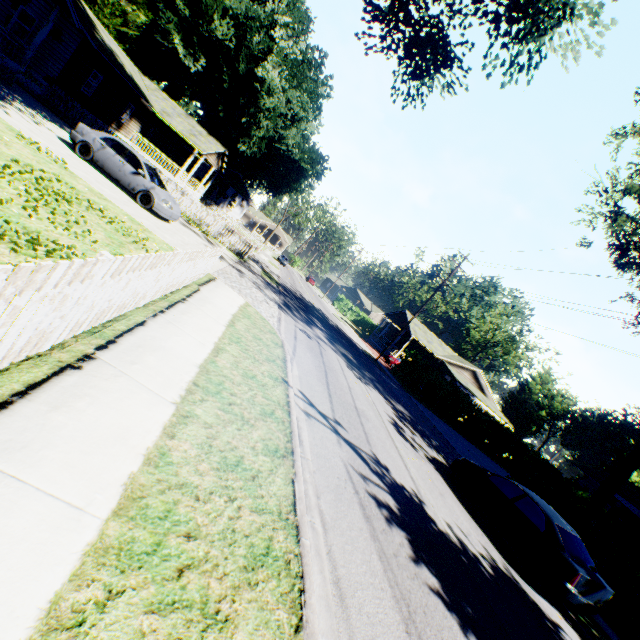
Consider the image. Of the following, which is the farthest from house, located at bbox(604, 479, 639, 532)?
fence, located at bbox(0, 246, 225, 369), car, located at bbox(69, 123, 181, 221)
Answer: car, located at bbox(69, 123, 181, 221)

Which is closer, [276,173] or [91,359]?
[91,359]

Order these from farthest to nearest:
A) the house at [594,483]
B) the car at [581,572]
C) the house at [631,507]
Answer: the house at [594,483] → the house at [631,507] → the car at [581,572]

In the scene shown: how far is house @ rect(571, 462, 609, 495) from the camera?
28.4 meters

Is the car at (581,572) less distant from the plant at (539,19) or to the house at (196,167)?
the plant at (539,19)

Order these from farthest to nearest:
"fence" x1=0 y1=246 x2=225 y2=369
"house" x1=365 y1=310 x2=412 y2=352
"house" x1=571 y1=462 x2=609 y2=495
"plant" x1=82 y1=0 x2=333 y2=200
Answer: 1. "house" x1=365 y1=310 x2=412 y2=352
2. "plant" x1=82 y1=0 x2=333 y2=200
3. "house" x1=571 y1=462 x2=609 y2=495
4. "fence" x1=0 y1=246 x2=225 y2=369

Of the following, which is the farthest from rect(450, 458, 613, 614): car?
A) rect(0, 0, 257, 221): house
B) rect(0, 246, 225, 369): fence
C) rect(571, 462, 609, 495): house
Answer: rect(0, 0, 257, 221): house

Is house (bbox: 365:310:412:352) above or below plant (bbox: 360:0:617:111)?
below
